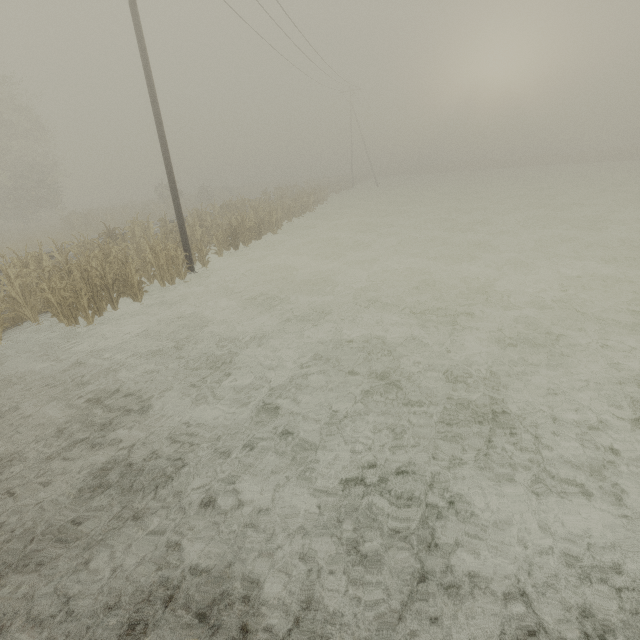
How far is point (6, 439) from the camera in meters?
5.3

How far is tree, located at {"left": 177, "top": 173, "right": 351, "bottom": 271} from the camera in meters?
16.0

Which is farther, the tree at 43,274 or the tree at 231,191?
the tree at 231,191

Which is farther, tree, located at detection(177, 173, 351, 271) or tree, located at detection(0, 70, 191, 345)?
tree, located at detection(177, 173, 351, 271)

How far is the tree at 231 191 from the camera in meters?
16.0 m
